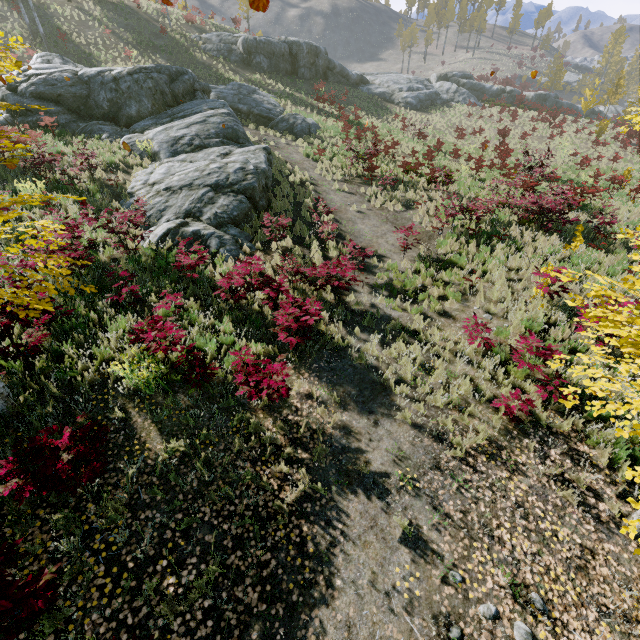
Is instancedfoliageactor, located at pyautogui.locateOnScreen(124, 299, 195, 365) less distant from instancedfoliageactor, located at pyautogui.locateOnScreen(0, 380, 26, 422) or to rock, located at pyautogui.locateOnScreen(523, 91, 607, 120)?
instancedfoliageactor, located at pyautogui.locateOnScreen(0, 380, 26, 422)

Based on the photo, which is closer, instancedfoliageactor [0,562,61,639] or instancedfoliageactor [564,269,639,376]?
instancedfoliageactor [0,562,61,639]

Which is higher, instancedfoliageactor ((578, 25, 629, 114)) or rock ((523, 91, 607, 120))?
instancedfoliageactor ((578, 25, 629, 114))

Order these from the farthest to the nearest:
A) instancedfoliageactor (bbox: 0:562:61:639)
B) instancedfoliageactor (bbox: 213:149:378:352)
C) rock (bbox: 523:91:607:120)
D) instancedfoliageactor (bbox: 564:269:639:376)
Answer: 1. rock (bbox: 523:91:607:120)
2. instancedfoliageactor (bbox: 213:149:378:352)
3. instancedfoliageactor (bbox: 564:269:639:376)
4. instancedfoliageactor (bbox: 0:562:61:639)

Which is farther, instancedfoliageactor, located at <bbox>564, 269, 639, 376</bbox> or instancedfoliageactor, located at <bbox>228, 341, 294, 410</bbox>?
instancedfoliageactor, located at <bbox>228, 341, 294, 410</bbox>

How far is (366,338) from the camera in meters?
7.9

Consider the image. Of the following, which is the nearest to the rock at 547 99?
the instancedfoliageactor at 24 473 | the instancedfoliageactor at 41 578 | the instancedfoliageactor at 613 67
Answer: the instancedfoliageactor at 613 67

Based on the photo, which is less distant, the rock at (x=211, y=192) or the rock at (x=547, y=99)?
the rock at (x=211, y=192)
